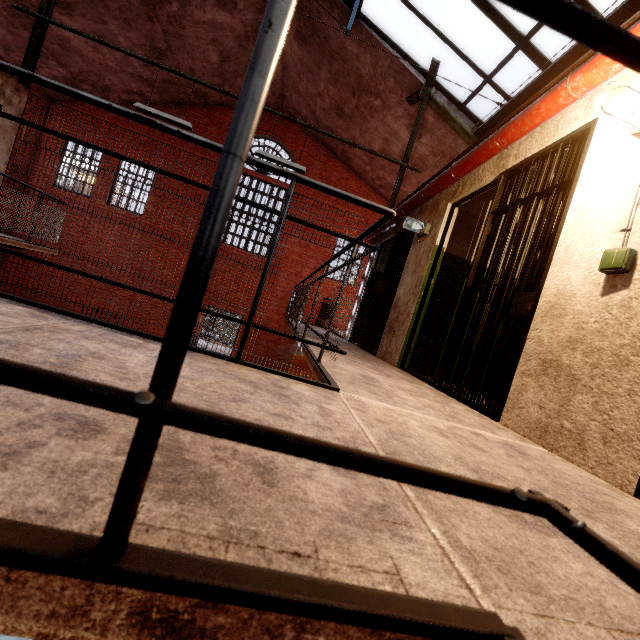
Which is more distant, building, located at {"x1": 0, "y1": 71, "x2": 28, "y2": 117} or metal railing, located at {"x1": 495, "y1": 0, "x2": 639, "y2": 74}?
building, located at {"x1": 0, "y1": 71, "x2": 28, "y2": 117}

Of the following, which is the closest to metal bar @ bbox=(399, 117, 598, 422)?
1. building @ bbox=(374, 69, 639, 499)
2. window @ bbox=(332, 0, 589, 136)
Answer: building @ bbox=(374, 69, 639, 499)

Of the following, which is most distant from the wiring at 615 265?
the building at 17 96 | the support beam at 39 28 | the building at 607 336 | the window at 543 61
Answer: the building at 17 96

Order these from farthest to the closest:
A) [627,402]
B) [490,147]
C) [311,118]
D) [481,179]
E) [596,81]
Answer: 1. [311,118]
2. [481,179]
3. [490,147]
4. [596,81]
5. [627,402]

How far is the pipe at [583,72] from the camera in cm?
220

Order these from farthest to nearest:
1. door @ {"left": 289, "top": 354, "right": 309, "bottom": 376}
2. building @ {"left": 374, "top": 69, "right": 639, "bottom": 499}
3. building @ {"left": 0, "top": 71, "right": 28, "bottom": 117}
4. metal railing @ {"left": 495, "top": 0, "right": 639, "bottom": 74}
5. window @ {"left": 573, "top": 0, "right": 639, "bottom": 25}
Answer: door @ {"left": 289, "top": 354, "right": 309, "bottom": 376}, building @ {"left": 0, "top": 71, "right": 28, "bottom": 117}, window @ {"left": 573, "top": 0, "right": 639, "bottom": 25}, building @ {"left": 374, "top": 69, "right": 639, "bottom": 499}, metal railing @ {"left": 495, "top": 0, "right": 639, "bottom": 74}

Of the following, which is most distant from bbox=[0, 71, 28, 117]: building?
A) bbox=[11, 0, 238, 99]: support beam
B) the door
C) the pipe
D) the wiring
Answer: the wiring

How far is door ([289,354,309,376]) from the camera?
8.6m
